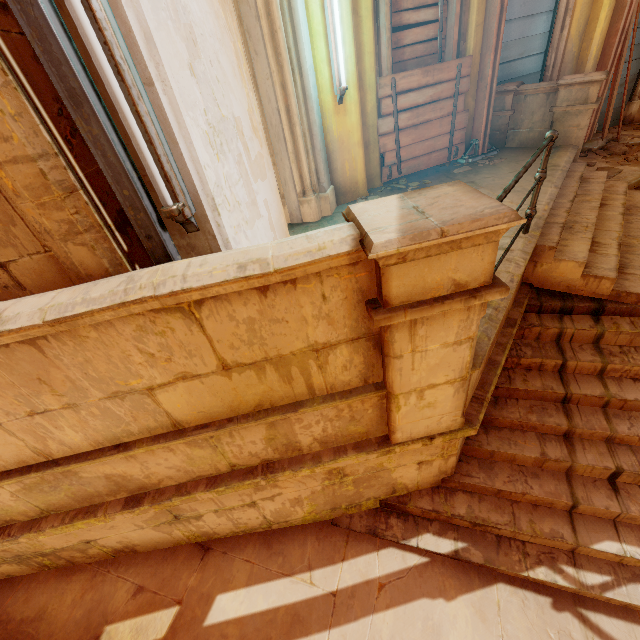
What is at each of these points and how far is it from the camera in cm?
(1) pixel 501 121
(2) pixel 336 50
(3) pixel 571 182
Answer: (1) column, 586
(2) lamp, 403
(3) stairs, 470

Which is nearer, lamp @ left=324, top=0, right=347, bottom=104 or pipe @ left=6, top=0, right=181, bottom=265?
pipe @ left=6, top=0, right=181, bottom=265

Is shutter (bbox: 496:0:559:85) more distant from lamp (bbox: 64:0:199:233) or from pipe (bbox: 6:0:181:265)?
lamp (bbox: 64:0:199:233)

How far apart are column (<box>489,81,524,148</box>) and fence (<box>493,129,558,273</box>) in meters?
2.7

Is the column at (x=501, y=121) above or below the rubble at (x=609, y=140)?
above

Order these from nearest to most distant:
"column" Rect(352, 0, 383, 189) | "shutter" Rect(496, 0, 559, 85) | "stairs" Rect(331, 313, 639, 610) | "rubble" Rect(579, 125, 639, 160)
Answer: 1. "stairs" Rect(331, 313, 639, 610)
2. "column" Rect(352, 0, 383, 189)
3. "shutter" Rect(496, 0, 559, 85)
4. "rubble" Rect(579, 125, 639, 160)

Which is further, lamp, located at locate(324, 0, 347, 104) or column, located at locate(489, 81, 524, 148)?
column, located at locate(489, 81, 524, 148)

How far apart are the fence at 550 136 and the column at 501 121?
2.7 meters
